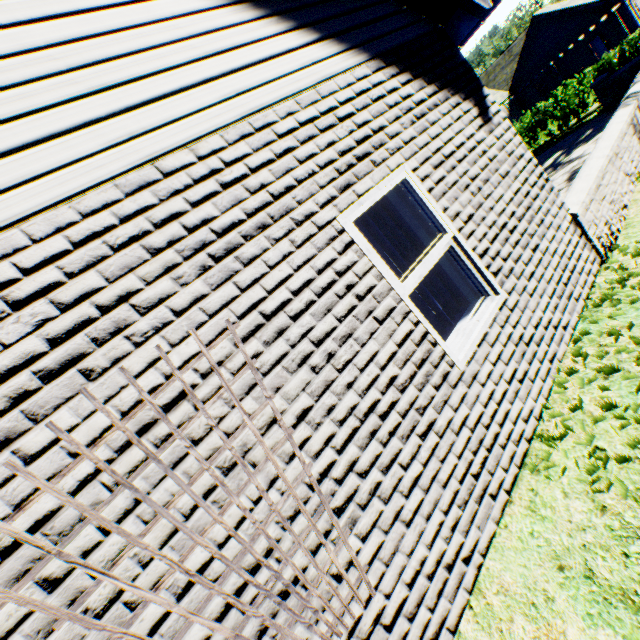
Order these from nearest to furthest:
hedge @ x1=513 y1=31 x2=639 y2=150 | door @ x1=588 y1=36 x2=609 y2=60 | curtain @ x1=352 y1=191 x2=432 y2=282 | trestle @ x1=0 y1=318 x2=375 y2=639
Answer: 1. trestle @ x1=0 y1=318 x2=375 y2=639
2. curtain @ x1=352 y1=191 x2=432 y2=282
3. hedge @ x1=513 y1=31 x2=639 y2=150
4. door @ x1=588 y1=36 x2=609 y2=60

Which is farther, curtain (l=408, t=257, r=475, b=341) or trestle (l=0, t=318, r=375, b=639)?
curtain (l=408, t=257, r=475, b=341)

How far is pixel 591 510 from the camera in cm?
212

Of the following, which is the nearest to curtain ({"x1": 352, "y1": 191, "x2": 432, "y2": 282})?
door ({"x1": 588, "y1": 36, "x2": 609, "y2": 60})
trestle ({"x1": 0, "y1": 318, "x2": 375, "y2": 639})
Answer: trestle ({"x1": 0, "y1": 318, "x2": 375, "y2": 639})

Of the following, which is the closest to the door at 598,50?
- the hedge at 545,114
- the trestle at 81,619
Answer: the hedge at 545,114

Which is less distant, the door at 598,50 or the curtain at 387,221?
the curtain at 387,221

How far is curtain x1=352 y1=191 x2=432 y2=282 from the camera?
3.0 meters
